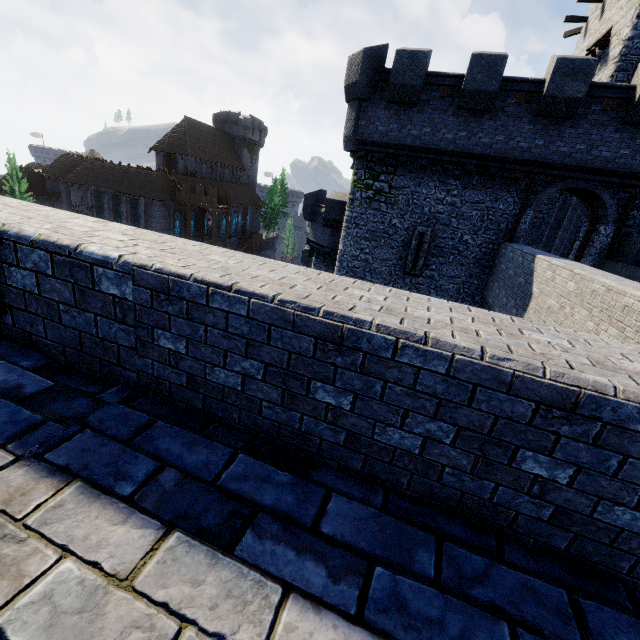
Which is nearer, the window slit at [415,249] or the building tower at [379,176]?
the building tower at [379,176]

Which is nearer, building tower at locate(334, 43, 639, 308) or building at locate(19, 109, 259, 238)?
building tower at locate(334, 43, 639, 308)

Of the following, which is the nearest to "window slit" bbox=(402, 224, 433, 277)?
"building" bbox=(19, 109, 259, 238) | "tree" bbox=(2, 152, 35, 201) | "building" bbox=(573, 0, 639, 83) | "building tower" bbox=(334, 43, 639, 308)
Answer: "building tower" bbox=(334, 43, 639, 308)

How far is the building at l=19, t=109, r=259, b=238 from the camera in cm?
4109

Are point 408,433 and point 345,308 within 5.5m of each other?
yes

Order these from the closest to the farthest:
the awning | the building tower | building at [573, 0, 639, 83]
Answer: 1. the building tower
2. building at [573, 0, 639, 83]
3. the awning

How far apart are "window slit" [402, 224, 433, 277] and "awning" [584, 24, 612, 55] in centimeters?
1299cm

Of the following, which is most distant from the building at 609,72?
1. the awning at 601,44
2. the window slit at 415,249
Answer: the window slit at 415,249
